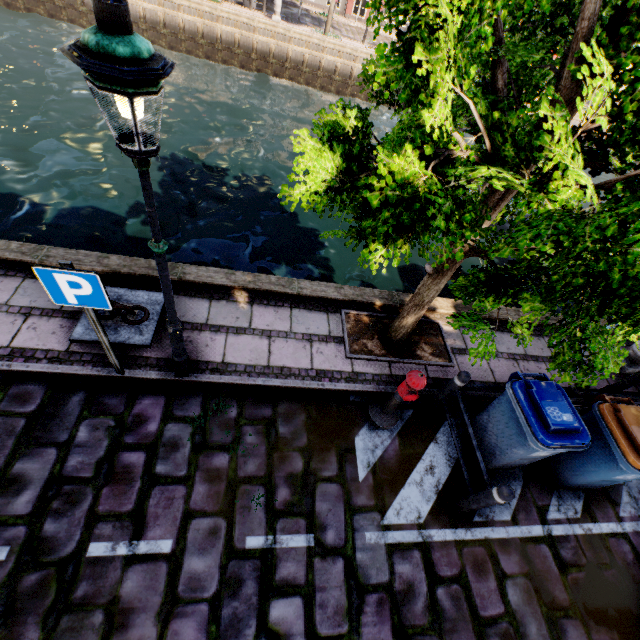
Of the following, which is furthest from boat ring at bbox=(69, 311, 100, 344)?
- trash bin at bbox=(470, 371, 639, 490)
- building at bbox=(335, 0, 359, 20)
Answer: building at bbox=(335, 0, 359, 20)

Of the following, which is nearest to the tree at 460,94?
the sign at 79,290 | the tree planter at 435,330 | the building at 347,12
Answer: the tree planter at 435,330

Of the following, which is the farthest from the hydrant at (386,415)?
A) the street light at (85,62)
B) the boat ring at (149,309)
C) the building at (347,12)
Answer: the building at (347,12)

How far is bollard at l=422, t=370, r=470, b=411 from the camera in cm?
428

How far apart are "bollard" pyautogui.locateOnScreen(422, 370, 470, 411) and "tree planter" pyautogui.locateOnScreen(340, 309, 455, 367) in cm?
69

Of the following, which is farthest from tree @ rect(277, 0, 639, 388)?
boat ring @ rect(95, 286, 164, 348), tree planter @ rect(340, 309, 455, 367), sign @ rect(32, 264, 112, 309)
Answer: boat ring @ rect(95, 286, 164, 348)

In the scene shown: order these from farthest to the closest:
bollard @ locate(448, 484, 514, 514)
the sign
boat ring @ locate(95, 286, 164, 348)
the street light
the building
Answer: the building < boat ring @ locate(95, 286, 164, 348) < bollard @ locate(448, 484, 514, 514) < the sign < the street light

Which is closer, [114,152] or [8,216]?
[8,216]
